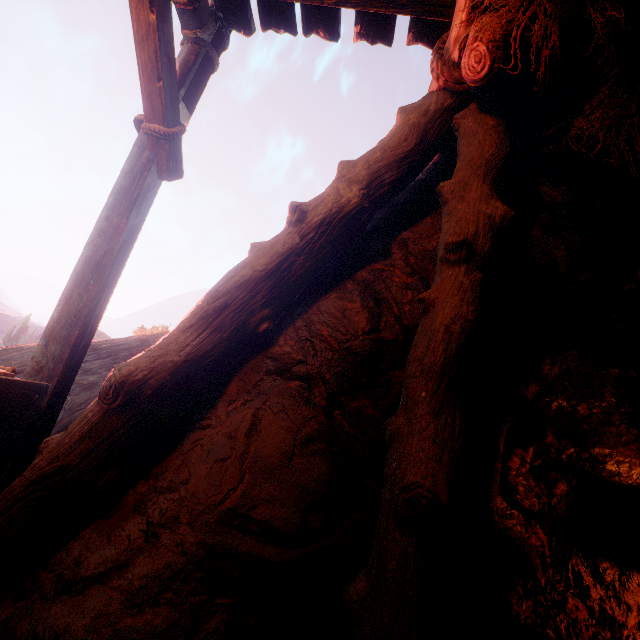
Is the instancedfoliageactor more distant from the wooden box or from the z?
the wooden box

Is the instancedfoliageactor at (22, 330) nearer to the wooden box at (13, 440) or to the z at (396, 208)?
the z at (396, 208)

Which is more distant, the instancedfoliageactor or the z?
the instancedfoliageactor

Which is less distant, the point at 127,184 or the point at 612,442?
the point at 612,442

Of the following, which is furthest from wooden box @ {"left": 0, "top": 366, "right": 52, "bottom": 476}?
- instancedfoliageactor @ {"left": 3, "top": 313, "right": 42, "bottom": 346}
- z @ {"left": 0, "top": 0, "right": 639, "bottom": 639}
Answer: instancedfoliageactor @ {"left": 3, "top": 313, "right": 42, "bottom": 346}

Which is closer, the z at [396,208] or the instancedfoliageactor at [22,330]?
the z at [396,208]

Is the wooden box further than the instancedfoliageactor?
No
